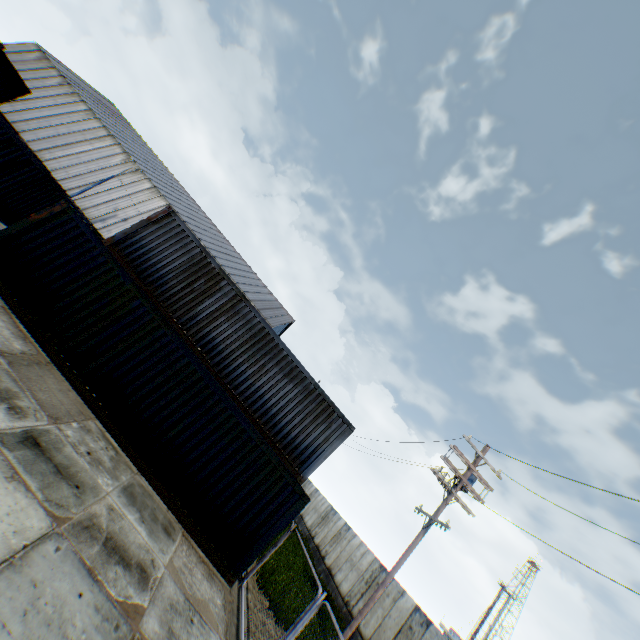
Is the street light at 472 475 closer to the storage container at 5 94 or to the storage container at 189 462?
the storage container at 189 462

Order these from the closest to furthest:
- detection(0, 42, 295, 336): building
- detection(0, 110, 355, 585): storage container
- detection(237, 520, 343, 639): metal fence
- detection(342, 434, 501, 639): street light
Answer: detection(237, 520, 343, 639): metal fence, detection(0, 110, 355, 585): storage container, detection(342, 434, 501, 639): street light, detection(0, 42, 295, 336): building

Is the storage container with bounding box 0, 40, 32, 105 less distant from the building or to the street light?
the building

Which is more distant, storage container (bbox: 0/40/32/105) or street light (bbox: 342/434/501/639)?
storage container (bbox: 0/40/32/105)

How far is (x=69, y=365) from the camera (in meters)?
9.21

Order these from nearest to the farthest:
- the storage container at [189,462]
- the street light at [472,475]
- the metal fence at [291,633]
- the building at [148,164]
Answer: the metal fence at [291,633], the storage container at [189,462], the street light at [472,475], the building at [148,164]

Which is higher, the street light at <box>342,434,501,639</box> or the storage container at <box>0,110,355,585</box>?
the street light at <box>342,434,501,639</box>

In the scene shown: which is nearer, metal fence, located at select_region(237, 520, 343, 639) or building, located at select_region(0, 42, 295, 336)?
metal fence, located at select_region(237, 520, 343, 639)
